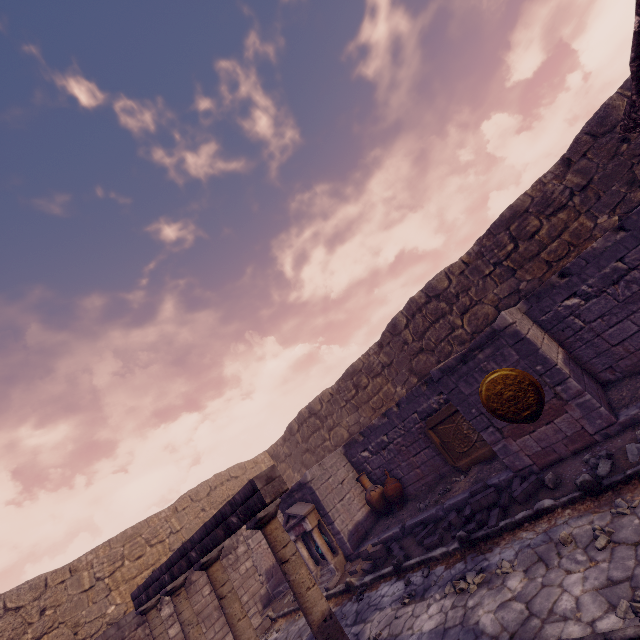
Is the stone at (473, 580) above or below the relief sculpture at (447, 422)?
below

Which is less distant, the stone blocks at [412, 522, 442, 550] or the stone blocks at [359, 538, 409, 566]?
the stone blocks at [412, 522, 442, 550]

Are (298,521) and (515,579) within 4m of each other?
no

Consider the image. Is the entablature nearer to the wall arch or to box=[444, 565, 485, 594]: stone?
box=[444, 565, 485, 594]: stone

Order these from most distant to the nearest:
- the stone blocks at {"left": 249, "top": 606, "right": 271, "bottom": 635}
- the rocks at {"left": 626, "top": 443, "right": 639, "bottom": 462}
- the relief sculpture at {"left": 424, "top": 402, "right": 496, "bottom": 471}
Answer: the stone blocks at {"left": 249, "top": 606, "right": 271, "bottom": 635} < the relief sculpture at {"left": 424, "top": 402, "right": 496, "bottom": 471} < the rocks at {"left": 626, "top": 443, "right": 639, "bottom": 462}

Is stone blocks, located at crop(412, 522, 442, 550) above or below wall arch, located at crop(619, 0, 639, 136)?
below

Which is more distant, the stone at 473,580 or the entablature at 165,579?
the stone at 473,580

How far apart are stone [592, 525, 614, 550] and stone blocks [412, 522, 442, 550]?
3.5m
